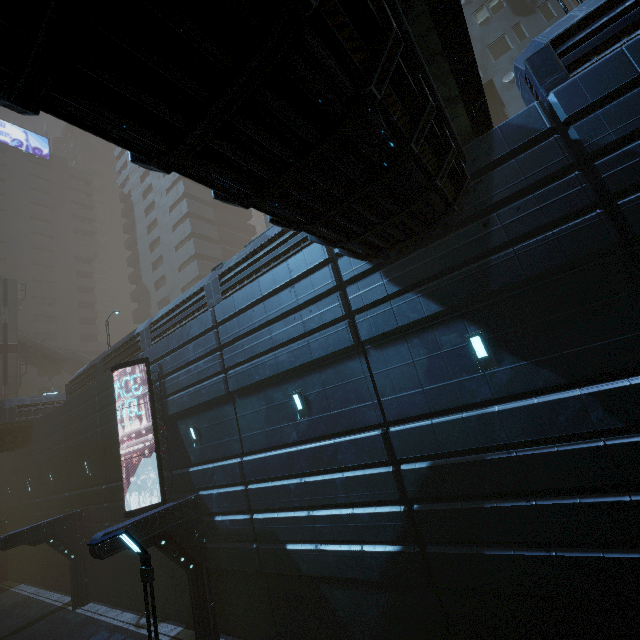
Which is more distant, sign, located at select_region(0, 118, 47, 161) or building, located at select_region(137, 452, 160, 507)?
sign, located at select_region(0, 118, 47, 161)

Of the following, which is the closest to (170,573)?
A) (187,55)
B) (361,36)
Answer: (187,55)

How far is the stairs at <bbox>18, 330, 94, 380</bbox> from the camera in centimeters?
3816cm

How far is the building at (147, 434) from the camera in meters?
15.6

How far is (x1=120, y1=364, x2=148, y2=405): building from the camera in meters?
16.0

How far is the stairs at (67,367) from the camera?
38.2 meters
